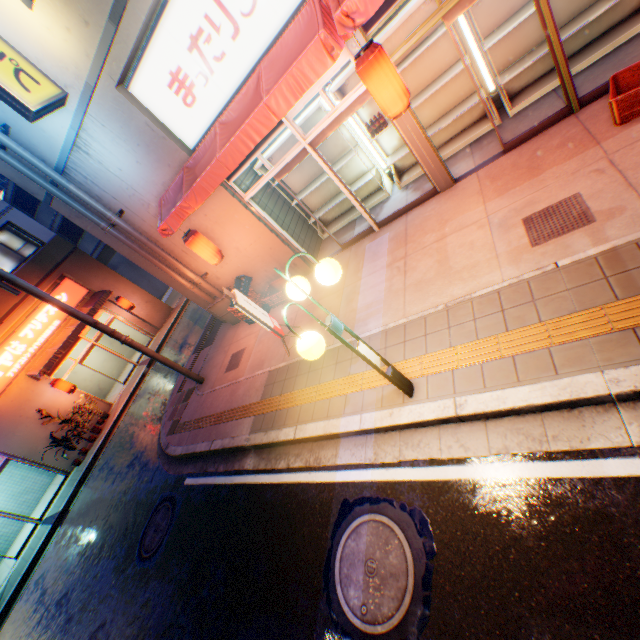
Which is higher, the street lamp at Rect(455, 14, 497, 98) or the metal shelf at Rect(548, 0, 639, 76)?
the street lamp at Rect(455, 14, 497, 98)

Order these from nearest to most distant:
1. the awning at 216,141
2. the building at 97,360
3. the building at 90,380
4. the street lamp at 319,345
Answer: the street lamp at 319,345
the awning at 216,141
the building at 90,380
the building at 97,360

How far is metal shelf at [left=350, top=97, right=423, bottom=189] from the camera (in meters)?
7.05

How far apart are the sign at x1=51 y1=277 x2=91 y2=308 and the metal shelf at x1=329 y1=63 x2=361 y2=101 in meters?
16.2

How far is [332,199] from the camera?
8.84m

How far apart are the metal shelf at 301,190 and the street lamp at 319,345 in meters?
5.1

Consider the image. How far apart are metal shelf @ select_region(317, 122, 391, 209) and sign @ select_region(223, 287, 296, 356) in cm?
322

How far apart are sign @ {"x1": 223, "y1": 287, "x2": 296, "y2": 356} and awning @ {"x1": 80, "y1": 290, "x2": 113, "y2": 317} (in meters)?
12.75
